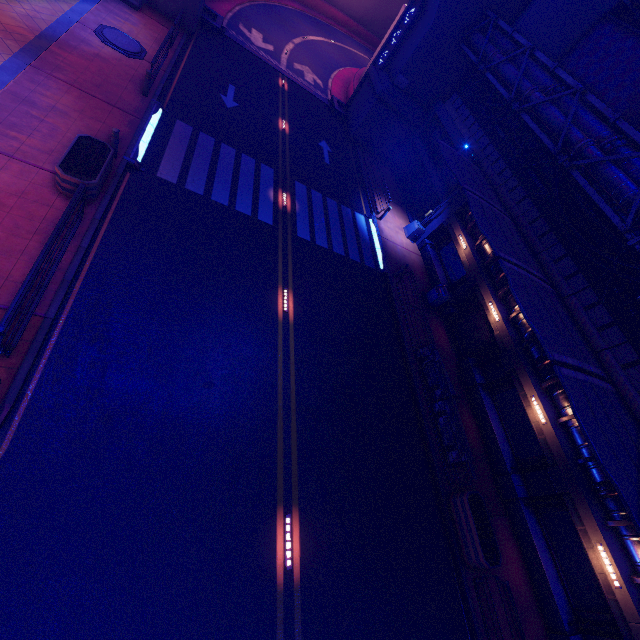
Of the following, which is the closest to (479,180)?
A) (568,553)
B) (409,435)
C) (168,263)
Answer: (409,435)

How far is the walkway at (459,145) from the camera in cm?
2083

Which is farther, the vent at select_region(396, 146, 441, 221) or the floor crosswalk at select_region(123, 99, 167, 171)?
the vent at select_region(396, 146, 441, 221)

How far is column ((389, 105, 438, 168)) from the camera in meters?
24.4

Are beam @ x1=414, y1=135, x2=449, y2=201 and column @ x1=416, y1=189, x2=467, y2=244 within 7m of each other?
yes

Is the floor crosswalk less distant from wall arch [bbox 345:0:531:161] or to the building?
wall arch [bbox 345:0:531:161]

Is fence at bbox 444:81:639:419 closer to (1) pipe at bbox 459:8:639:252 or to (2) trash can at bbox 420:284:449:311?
(1) pipe at bbox 459:8:639:252

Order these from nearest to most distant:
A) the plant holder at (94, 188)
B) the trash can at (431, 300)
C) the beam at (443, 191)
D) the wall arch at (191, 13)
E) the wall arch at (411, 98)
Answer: the plant holder at (94, 188), the trash can at (431, 300), the wall arch at (191, 13), the wall arch at (411, 98), the beam at (443, 191)
